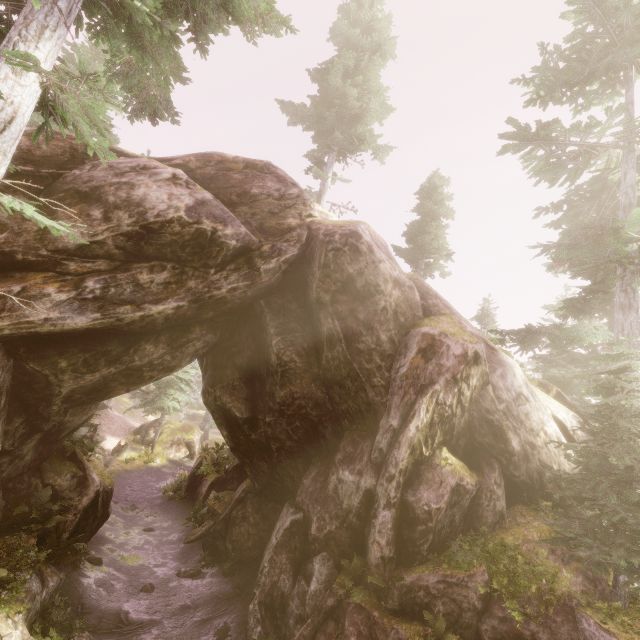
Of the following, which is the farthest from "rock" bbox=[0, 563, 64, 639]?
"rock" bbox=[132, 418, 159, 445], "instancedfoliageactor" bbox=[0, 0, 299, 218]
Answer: "rock" bbox=[132, 418, 159, 445]

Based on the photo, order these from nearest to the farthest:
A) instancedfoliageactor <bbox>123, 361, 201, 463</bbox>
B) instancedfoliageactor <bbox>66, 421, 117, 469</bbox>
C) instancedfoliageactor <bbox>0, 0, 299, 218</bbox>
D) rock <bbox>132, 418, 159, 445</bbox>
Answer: instancedfoliageactor <bbox>0, 0, 299, 218</bbox>
instancedfoliageactor <bbox>66, 421, 117, 469</bbox>
instancedfoliageactor <bbox>123, 361, 201, 463</bbox>
rock <bbox>132, 418, 159, 445</bbox>

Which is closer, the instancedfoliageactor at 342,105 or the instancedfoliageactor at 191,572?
the instancedfoliageactor at 191,572

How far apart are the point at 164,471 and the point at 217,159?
26.8 meters

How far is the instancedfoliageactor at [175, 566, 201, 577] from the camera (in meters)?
13.30
